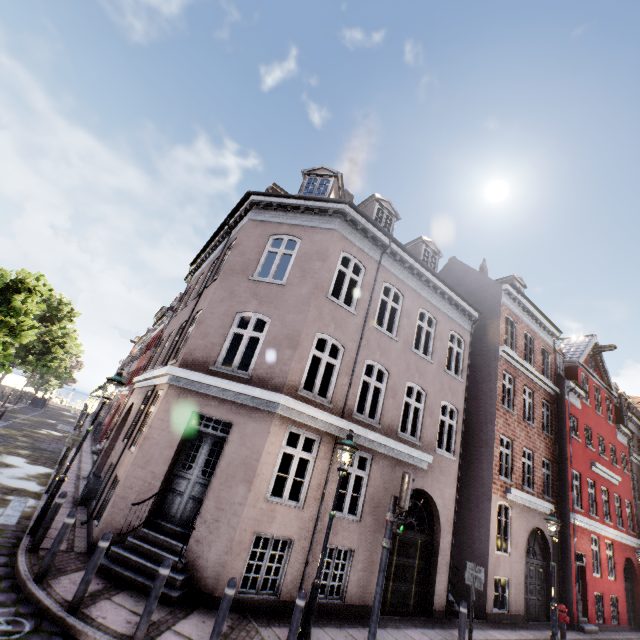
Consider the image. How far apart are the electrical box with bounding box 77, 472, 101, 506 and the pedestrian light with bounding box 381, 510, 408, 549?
9.22m

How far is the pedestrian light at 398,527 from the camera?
6.8m

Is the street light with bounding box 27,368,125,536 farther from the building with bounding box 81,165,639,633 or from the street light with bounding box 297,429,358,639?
the street light with bounding box 297,429,358,639

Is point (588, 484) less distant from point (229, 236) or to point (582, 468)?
point (582, 468)

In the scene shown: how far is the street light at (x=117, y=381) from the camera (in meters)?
7.30

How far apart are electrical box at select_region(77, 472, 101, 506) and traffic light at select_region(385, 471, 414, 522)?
9.3m

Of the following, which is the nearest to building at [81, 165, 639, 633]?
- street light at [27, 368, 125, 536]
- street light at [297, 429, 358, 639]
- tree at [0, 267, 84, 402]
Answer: street light at [27, 368, 125, 536]

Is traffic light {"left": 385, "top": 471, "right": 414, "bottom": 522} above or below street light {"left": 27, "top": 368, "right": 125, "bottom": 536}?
below
